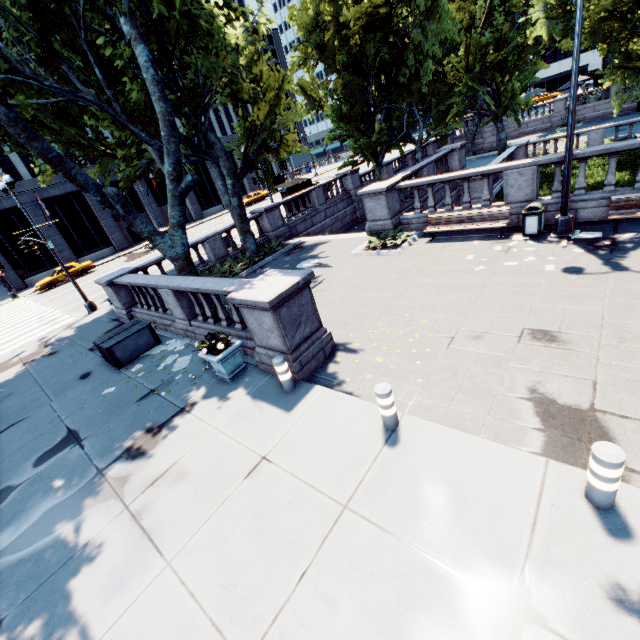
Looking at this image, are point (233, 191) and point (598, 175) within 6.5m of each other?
no

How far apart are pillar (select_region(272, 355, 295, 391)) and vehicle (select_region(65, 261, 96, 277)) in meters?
33.8

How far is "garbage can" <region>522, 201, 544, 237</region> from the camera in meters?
10.3

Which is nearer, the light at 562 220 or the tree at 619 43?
the light at 562 220

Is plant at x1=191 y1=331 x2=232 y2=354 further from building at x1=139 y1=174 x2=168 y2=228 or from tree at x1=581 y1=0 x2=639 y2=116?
building at x1=139 y1=174 x2=168 y2=228

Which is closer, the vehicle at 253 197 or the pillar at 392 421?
the pillar at 392 421

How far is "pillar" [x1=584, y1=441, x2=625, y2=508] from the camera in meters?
3.3 m

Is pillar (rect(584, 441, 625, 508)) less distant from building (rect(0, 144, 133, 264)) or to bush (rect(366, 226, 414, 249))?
bush (rect(366, 226, 414, 249))
